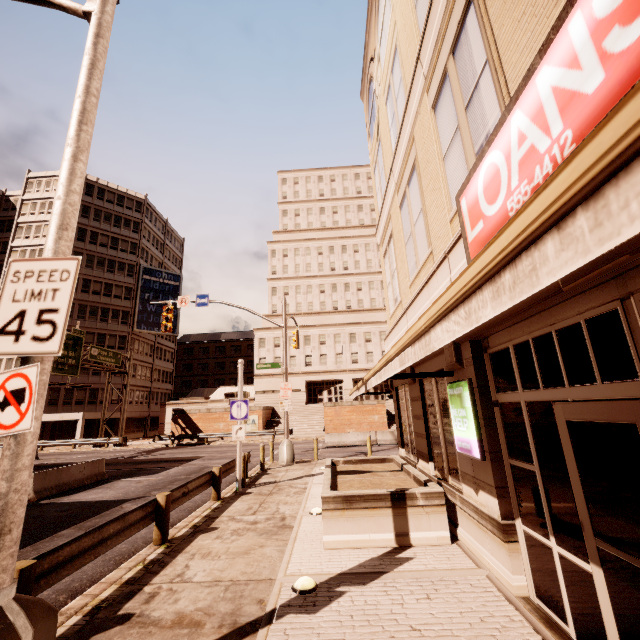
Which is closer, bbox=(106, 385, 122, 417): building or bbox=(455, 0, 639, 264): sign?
bbox=(455, 0, 639, 264): sign

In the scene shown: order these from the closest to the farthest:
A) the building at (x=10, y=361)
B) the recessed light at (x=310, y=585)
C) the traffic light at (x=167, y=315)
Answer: the recessed light at (x=310, y=585) → the traffic light at (x=167, y=315) → the building at (x=10, y=361)

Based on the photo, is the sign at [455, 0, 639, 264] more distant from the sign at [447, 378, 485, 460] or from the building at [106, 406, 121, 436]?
the building at [106, 406, 121, 436]

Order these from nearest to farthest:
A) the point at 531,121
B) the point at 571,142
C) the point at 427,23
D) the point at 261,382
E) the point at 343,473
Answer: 1. the point at 571,142
2. the point at 531,121
3. the point at 427,23
4. the point at 343,473
5. the point at 261,382

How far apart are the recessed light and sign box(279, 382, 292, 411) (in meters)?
12.36

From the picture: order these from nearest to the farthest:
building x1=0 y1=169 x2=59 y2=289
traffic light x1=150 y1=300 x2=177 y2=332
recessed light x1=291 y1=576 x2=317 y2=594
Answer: recessed light x1=291 y1=576 x2=317 y2=594
traffic light x1=150 y1=300 x2=177 y2=332
building x1=0 y1=169 x2=59 y2=289

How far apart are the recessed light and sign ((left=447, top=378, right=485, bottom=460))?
3.22m

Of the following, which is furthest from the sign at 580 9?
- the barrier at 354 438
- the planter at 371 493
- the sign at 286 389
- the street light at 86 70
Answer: the barrier at 354 438
